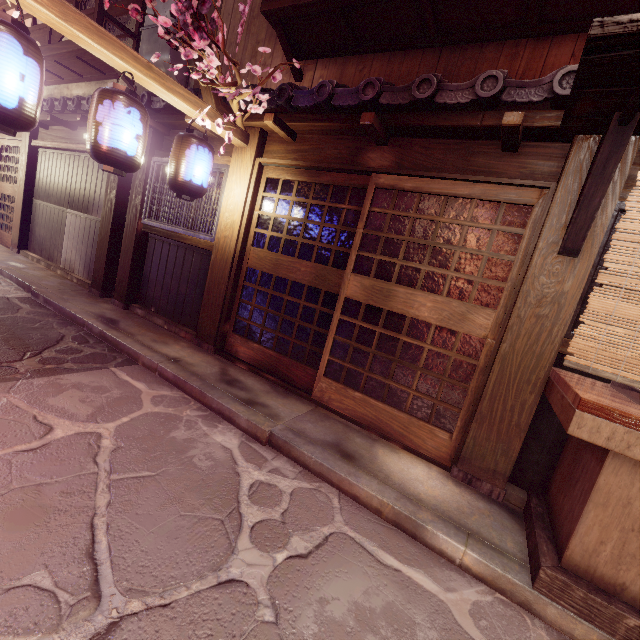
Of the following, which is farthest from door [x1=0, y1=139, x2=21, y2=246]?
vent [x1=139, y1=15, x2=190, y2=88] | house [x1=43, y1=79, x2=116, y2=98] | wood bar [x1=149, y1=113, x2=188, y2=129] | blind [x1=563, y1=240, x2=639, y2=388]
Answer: blind [x1=563, y1=240, x2=639, y2=388]

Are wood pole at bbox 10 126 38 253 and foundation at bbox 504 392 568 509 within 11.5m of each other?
no

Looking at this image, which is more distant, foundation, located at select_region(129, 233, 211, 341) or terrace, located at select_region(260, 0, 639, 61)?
foundation, located at select_region(129, 233, 211, 341)

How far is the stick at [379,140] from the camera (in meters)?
5.81

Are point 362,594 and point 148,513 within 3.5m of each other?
yes

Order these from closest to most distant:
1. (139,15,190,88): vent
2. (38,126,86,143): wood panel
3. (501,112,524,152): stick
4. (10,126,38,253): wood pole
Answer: (501,112,524,152): stick < (139,15,190,88): vent < (38,126,86,143): wood panel < (10,126,38,253): wood pole

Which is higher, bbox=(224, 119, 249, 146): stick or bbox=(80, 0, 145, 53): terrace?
bbox=(80, 0, 145, 53): terrace

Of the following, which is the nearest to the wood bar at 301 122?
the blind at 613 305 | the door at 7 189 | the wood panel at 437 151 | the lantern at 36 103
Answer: the wood panel at 437 151
